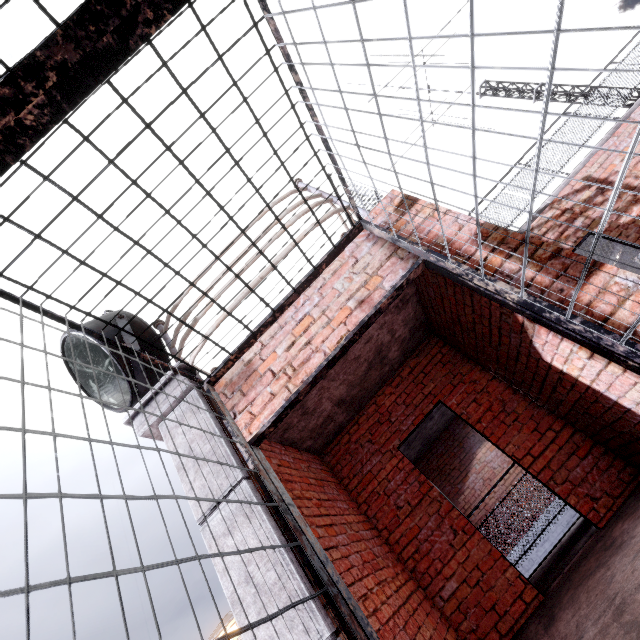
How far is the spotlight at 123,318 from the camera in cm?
322

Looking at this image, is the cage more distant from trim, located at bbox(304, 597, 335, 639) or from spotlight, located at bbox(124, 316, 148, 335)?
spotlight, located at bbox(124, 316, 148, 335)

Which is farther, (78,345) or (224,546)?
(78,345)

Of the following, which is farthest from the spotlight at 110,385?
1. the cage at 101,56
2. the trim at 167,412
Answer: the cage at 101,56

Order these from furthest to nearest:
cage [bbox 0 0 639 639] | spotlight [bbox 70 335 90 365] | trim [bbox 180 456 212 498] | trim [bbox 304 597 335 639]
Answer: spotlight [bbox 70 335 90 365] → trim [bbox 180 456 212 498] → trim [bbox 304 597 335 639] → cage [bbox 0 0 639 639]

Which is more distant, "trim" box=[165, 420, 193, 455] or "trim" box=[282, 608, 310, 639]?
"trim" box=[165, 420, 193, 455]
